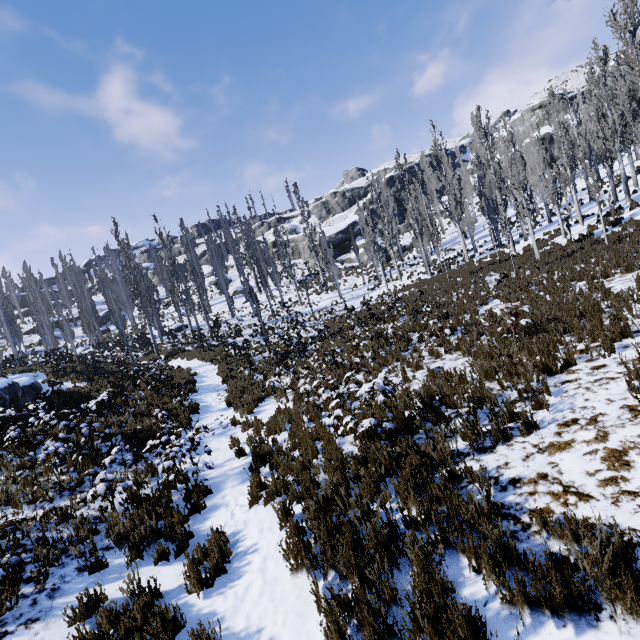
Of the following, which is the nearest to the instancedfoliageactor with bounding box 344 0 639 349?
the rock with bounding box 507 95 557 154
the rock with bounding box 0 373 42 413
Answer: the rock with bounding box 507 95 557 154

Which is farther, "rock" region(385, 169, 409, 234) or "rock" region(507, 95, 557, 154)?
"rock" region(385, 169, 409, 234)

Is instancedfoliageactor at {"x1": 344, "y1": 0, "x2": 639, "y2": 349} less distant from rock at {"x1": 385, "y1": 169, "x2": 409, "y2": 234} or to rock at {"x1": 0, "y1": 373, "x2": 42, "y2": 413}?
rock at {"x1": 385, "y1": 169, "x2": 409, "y2": 234}

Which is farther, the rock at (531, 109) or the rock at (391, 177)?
the rock at (391, 177)

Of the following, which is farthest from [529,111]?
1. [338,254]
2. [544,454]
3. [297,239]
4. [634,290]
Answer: [544,454]

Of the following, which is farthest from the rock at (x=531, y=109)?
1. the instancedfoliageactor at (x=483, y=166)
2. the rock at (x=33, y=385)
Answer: the rock at (x=33, y=385)
